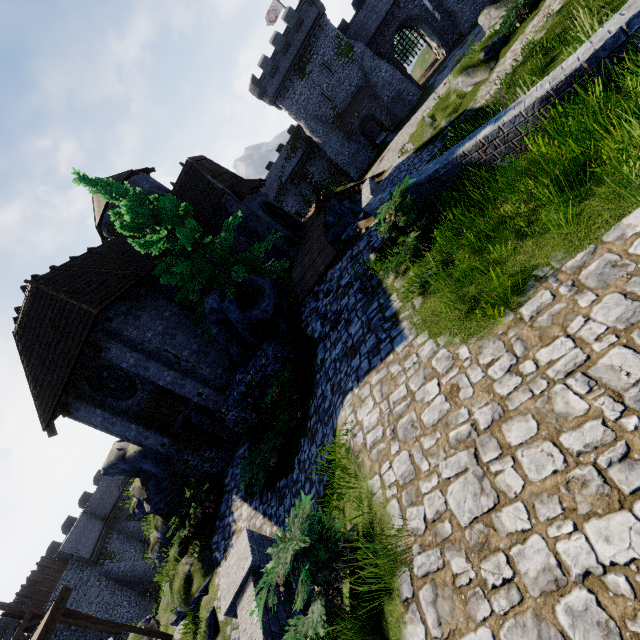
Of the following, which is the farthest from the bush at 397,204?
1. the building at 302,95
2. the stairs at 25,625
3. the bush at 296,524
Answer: the building at 302,95

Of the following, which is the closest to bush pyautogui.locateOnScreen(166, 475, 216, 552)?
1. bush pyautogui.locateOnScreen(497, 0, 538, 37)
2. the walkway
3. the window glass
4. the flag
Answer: the window glass

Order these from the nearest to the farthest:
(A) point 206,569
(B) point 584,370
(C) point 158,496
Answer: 1. (B) point 584,370
2. (A) point 206,569
3. (C) point 158,496

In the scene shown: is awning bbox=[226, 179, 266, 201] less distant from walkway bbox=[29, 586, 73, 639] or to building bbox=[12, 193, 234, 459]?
building bbox=[12, 193, 234, 459]

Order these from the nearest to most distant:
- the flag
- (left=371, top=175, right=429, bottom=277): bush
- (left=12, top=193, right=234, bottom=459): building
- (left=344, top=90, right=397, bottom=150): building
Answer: (left=371, top=175, right=429, bottom=277): bush → (left=12, top=193, right=234, bottom=459): building → (left=344, top=90, right=397, bottom=150): building → the flag

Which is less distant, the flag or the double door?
the double door

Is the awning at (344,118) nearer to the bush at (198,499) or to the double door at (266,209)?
the double door at (266,209)

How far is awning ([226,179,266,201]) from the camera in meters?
20.8 m
